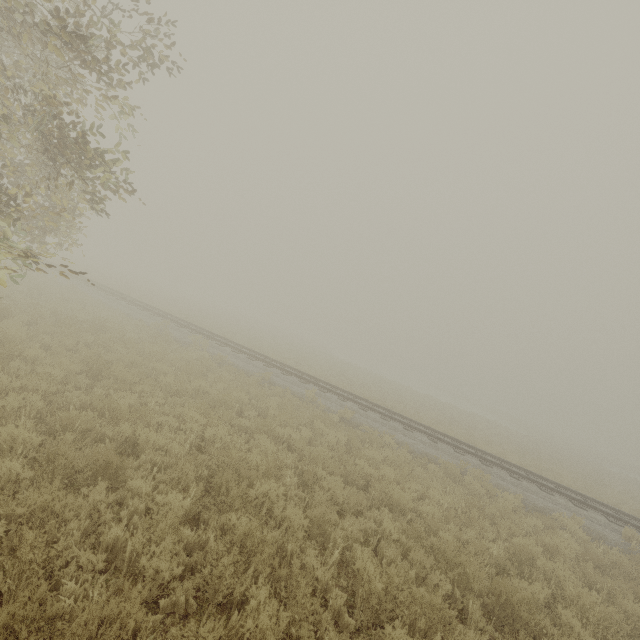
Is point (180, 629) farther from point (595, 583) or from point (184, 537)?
point (595, 583)
